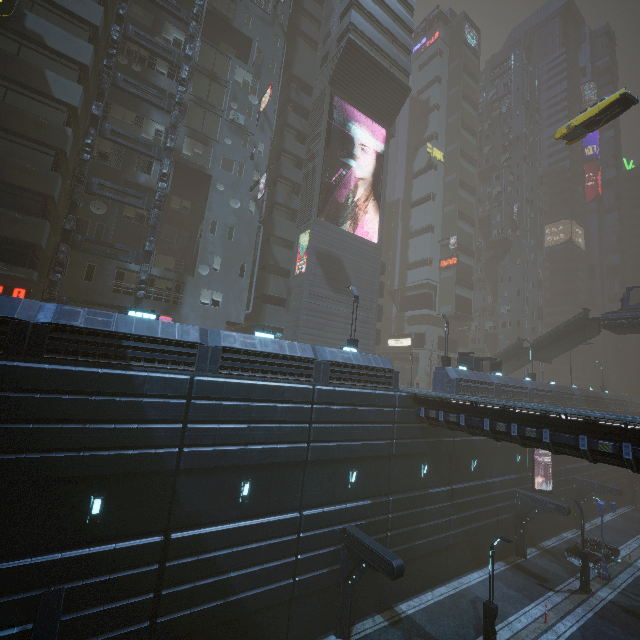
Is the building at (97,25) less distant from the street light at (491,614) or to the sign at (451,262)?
the sign at (451,262)

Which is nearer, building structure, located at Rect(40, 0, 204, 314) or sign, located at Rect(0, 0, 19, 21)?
sign, located at Rect(0, 0, 19, 21)

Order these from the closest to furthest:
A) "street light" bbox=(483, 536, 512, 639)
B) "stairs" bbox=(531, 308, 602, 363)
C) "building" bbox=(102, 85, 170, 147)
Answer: "street light" bbox=(483, 536, 512, 639) → "building" bbox=(102, 85, 170, 147) → "stairs" bbox=(531, 308, 602, 363)

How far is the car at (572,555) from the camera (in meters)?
24.80

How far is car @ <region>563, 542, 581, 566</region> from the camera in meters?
24.8

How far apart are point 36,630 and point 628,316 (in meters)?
44.37

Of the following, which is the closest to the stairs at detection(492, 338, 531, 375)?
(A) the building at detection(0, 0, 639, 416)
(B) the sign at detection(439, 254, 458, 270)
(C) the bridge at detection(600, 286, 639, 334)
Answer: (C) the bridge at detection(600, 286, 639, 334)

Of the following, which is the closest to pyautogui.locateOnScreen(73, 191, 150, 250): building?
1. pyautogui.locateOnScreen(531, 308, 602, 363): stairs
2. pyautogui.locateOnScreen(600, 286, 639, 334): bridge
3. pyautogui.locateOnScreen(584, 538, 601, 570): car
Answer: pyautogui.locateOnScreen(584, 538, 601, 570): car
